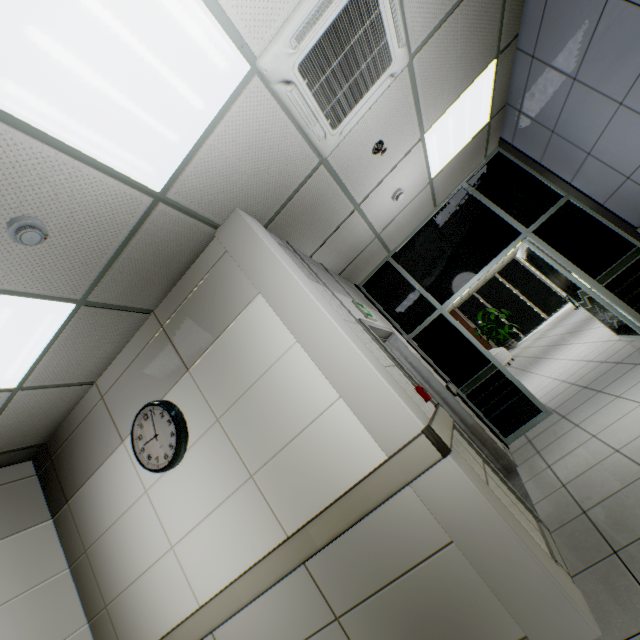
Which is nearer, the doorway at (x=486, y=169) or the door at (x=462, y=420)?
the door at (x=462, y=420)

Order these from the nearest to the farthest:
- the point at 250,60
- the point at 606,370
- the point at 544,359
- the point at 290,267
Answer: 1. the point at 250,60
2. the point at 290,267
3. the point at 606,370
4. the point at 544,359

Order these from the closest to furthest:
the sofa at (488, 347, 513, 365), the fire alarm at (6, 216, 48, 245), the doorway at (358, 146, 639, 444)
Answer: the fire alarm at (6, 216, 48, 245)
the doorway at (358, 146, 639, 444)
the sofa at (488, 347, 513, 365)

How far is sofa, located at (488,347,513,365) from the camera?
11.1m

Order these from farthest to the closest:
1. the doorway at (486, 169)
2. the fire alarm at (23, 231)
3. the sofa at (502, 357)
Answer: the sofa at (502, 357) < the doorway at (486, 169) < the fire alarm at (23, 231)

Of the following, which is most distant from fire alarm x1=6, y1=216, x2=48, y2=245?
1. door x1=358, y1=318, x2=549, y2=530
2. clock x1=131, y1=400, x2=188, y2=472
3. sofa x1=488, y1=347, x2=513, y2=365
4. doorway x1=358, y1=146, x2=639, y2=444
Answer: sofa x1=488, y1=347, x2=513, y2=365

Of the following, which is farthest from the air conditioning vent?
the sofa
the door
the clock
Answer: the sofa

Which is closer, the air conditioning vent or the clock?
the air conditioning vent
